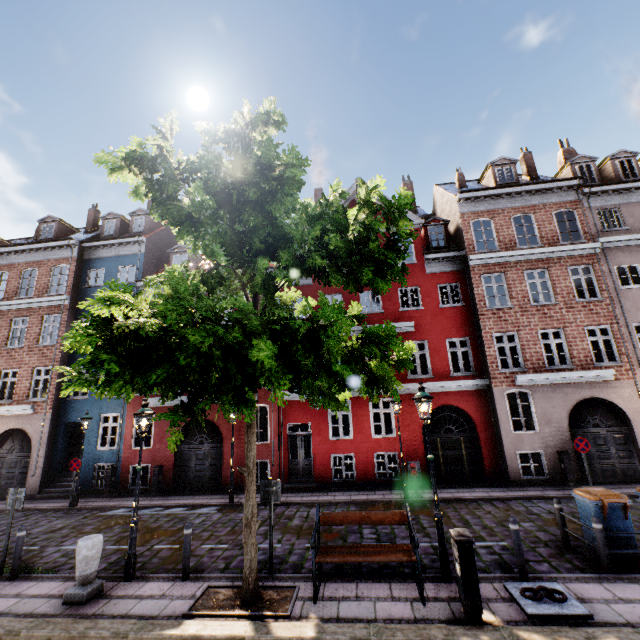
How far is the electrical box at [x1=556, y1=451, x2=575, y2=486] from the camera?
12.8m

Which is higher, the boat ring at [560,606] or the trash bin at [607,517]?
the trash bin at [607,517]

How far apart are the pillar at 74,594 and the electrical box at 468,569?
7.2 meters

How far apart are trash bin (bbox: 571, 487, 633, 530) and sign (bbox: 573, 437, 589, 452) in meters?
5.1

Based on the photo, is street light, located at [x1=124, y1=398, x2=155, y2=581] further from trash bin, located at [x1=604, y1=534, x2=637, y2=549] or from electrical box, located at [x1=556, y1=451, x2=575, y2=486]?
electrical box, located at [x1=556, y1=451, x2=575, y2=486]

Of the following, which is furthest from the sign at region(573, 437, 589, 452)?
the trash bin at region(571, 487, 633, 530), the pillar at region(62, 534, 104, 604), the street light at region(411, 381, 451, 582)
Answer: the pillar at region(62, 534, 104, 604)

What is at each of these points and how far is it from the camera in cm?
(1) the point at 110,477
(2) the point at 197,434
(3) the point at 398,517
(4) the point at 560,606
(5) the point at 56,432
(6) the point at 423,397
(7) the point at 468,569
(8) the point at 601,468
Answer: (1) electrical box, 1536
(2) building, 1612
(3) bench, 704
(4) boat ring, 545
(5) building, 1689
(6) street light, 729
(7) electrical box, 535
(8) building, 1337

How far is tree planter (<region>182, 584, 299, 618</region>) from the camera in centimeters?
573cm
